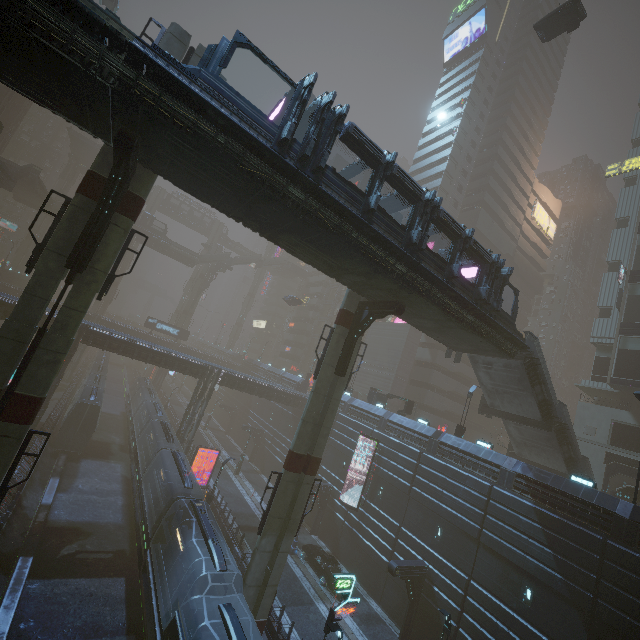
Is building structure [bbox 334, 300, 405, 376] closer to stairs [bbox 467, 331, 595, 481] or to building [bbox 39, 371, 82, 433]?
stairs [bbox 467, 331, 595, 481]

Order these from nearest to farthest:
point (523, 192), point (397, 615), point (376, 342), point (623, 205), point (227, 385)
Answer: point (397, 615), point (227, 385), point (623, 205), point (376, 342), point (523, 192)

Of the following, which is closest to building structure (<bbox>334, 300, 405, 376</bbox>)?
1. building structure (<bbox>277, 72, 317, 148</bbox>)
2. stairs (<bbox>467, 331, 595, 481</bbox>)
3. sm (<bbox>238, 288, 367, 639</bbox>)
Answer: sm (<bbox>238, 288, 367, 639</bbox>)

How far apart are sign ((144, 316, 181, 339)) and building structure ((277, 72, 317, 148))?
54.4 meters

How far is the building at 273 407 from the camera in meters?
30.9

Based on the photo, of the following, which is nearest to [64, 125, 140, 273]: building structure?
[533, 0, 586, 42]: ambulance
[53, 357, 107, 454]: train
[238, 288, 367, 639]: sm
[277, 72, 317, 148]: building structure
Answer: [277, 72, 317, 148]: building structure

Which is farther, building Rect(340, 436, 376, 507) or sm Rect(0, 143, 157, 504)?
building Rect(340, 436, 376, 507)

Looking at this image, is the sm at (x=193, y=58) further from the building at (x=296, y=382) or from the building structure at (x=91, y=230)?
the building at (x=296, y=382)
